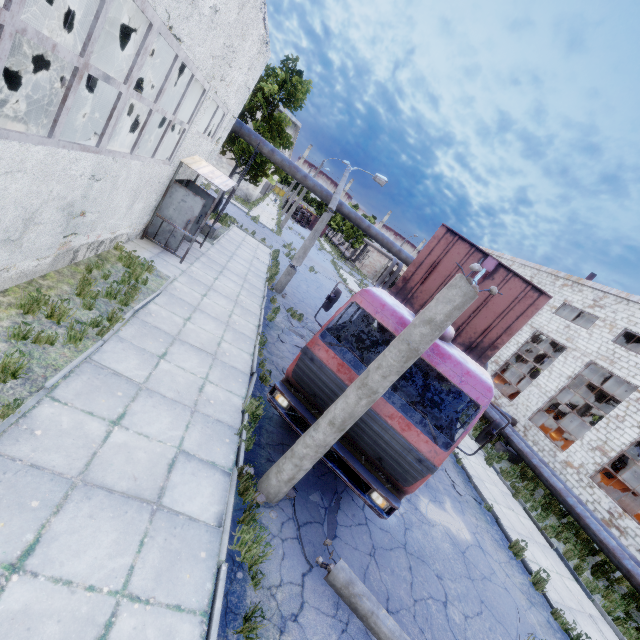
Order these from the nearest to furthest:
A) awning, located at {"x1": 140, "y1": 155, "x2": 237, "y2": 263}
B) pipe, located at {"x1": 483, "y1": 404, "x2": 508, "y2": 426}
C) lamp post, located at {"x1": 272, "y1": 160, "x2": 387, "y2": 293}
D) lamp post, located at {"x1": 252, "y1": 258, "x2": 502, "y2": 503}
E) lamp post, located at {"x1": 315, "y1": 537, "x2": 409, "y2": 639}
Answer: lamp post, located at {"x1": 252, "y1": 258, "x2": 502, "y2": 503} < lamp post, located at {"x1": 315, "y1": 537, "x2": 409, "y2": 639} < awning, located at {"x1": 140, "y1": 155, "x2": 237, "y2": 263} < lamp post, located at {"x1": 272, "y1": 160, "x2": 387, "y2": 293} < pipe, located at {"x1": 483, "y1": 404, "x2": 508, "y2": 426}

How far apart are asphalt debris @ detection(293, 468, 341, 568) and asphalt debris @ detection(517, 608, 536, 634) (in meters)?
4.51

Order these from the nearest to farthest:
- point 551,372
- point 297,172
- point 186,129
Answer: point 186,129, point 297,172, point 551,372

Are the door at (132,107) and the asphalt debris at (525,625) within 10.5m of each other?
no

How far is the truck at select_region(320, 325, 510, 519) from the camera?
5.0 meters

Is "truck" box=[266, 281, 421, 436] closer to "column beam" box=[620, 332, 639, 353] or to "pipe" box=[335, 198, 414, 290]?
"pipe" box=[335, 198, 414, 290]

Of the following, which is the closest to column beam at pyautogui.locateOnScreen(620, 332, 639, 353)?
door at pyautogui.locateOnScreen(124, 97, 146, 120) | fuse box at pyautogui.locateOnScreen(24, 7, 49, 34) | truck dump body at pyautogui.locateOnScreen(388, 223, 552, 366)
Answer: truck dump body at pyautogui.locateOnScreen(388, 223, 552, 366)

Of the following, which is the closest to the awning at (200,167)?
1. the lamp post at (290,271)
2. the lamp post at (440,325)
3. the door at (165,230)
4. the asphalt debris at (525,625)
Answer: the door at (165,230)
